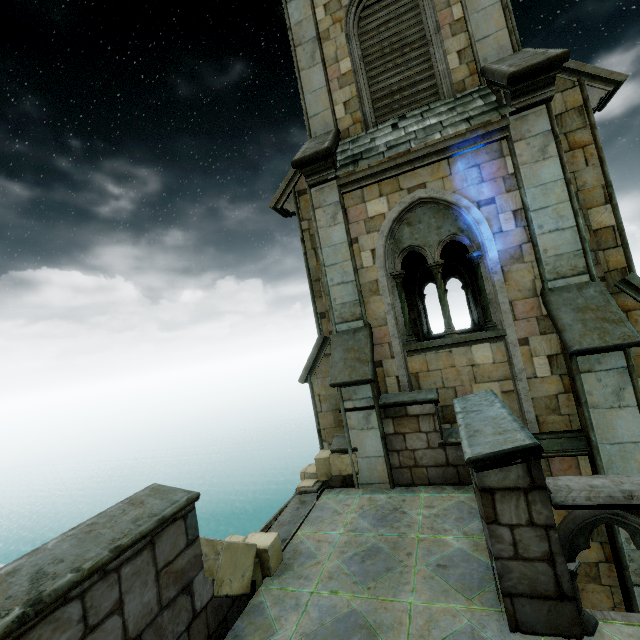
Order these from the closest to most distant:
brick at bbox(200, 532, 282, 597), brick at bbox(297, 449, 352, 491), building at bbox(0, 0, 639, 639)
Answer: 1. building at bbox(0, 0, 639, 639)
2. brick at bbox(200, 532, 282, 597)
3. brick at bbox(297, 449, 352, 491)

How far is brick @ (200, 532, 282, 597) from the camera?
3.66m

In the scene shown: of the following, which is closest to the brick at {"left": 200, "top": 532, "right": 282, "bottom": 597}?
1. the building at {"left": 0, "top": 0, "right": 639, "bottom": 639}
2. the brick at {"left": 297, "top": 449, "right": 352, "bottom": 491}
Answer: the building at {"left": 0, "top": 0, "right": 639, "bottom": 639}

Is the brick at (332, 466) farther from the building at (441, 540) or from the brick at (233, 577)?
the brick at (233, 577)

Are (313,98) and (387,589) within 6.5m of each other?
no

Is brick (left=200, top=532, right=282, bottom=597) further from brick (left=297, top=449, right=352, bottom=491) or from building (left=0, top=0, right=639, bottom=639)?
brick (left=297, top=449, right=352, bottom=491)

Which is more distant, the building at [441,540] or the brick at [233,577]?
the brick at [233,577]
